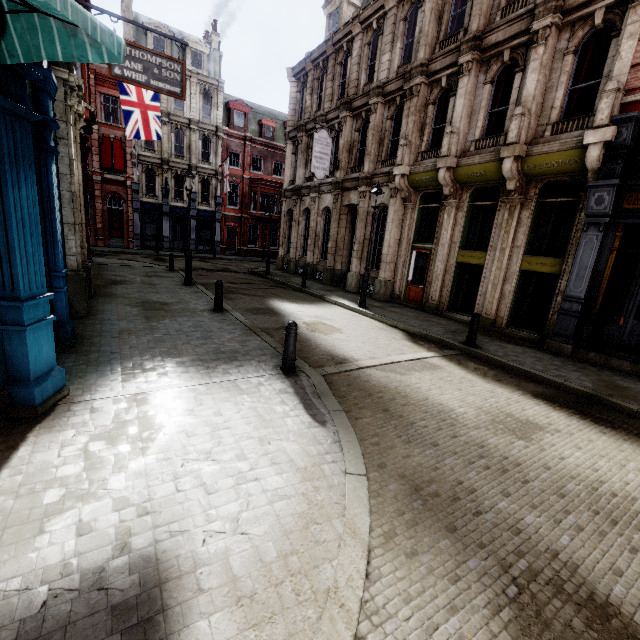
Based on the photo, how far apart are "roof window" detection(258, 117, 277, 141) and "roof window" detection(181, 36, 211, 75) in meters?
6.0 m

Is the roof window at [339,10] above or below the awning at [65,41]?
above

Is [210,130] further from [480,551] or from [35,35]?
[480,551]

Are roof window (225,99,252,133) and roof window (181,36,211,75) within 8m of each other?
yes

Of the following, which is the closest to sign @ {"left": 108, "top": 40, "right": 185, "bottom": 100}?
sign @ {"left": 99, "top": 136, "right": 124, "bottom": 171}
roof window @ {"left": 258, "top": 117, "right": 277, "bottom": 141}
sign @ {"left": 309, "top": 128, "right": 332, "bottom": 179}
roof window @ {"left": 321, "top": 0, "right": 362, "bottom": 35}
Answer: sign @ {"left": 309, "top": 128, "right": 332, "bottom": 179}

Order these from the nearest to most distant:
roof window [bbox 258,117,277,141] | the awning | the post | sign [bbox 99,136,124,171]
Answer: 1. the awning
2. the post
3. sign [bbox 99,136,124,171]
4. roof window [bbox 258,117,277,141]

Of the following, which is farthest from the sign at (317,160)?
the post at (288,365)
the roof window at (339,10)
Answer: the post at (288,365)

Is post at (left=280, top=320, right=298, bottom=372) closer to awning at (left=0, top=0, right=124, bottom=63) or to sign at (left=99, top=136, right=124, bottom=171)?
awning at (left=0, top=0, right=124, bottom=63)
